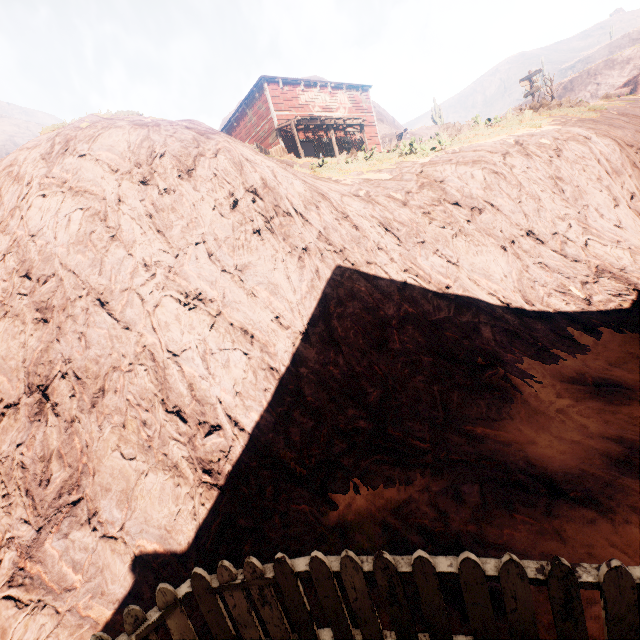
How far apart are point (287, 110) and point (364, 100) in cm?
802

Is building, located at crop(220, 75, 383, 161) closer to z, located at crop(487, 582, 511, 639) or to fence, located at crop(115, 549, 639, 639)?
z, located at crop(487, 582, 511, 639)

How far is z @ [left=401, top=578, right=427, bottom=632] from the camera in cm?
253

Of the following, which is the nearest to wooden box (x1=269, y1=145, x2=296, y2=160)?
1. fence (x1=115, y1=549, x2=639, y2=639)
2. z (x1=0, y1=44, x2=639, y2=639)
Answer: z (x1=0, y1=44, x2=639, y2=639)

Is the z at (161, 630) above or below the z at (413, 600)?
above

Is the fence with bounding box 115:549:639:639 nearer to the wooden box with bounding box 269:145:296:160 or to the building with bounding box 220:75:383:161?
the building with bounding box 220:75:383:161

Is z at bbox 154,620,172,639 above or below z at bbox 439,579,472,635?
above

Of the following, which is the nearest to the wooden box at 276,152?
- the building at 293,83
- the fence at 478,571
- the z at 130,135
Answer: the z at 130,135
